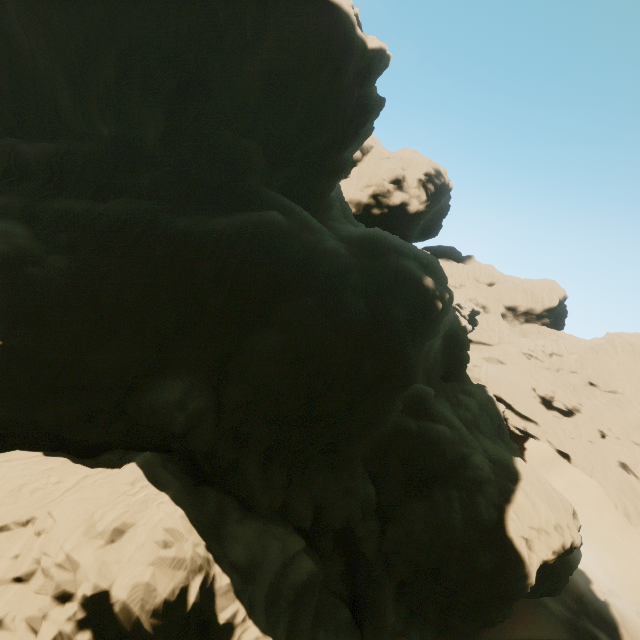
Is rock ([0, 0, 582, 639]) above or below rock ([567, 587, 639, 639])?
above

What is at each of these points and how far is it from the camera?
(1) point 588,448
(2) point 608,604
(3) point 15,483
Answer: (1) rock, 50.6 meters
(2) rock, 27.9 meters
(3) rock, 13.2 meters

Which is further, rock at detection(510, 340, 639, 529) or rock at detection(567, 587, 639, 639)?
rock at detection(510, 340, 639, 529)

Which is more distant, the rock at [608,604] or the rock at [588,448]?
the rock at [588,448]

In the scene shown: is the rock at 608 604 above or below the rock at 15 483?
below

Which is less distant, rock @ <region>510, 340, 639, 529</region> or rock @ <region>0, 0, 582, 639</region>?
rock @ <region>0, 0, 582, 639</region>

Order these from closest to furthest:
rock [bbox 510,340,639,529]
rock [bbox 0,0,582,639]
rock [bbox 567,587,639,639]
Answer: rock [bbox 0,0,582,639], rock [bbox 567,587,639,639], rock [bbox 510,340,639,529]
